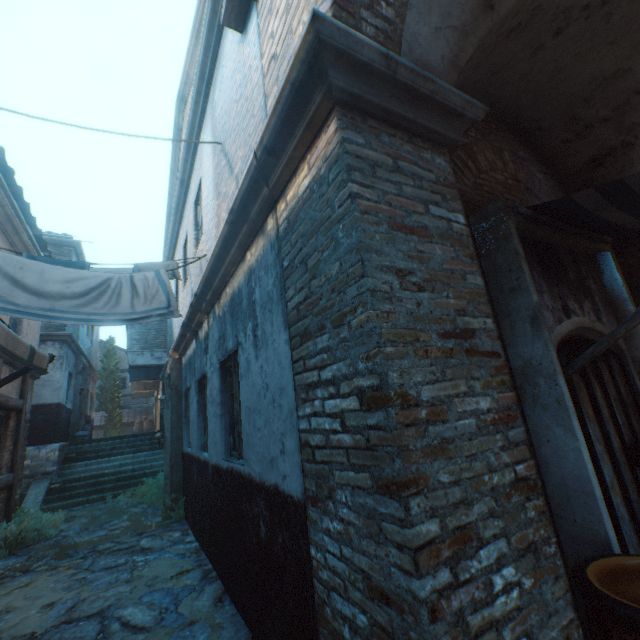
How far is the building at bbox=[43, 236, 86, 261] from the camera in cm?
1305

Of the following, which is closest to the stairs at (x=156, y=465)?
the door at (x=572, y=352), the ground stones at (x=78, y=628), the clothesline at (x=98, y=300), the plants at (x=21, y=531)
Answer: the ground stones at (x=78, y=628)

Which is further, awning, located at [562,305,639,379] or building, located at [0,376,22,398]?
building, located at [0,376,22,398]

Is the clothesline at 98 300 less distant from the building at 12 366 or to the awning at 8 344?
the building at 12 366

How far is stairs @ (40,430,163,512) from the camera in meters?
10.3

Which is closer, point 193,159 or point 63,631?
point 63,631

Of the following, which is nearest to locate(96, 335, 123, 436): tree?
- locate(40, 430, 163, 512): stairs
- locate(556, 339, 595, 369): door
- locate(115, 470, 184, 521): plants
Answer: locate(40, 430, 163, 512): stairs

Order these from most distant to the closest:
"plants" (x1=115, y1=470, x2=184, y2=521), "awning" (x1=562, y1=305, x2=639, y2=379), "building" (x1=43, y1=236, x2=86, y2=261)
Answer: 1. "building" (x1=43, y1=236, x2=86, y2=261)
2. "plants" (x1=115, y1=470, x2=184, y2=521)
3. "awning" (x1=562, y1=305, x2=639, y2=379)
